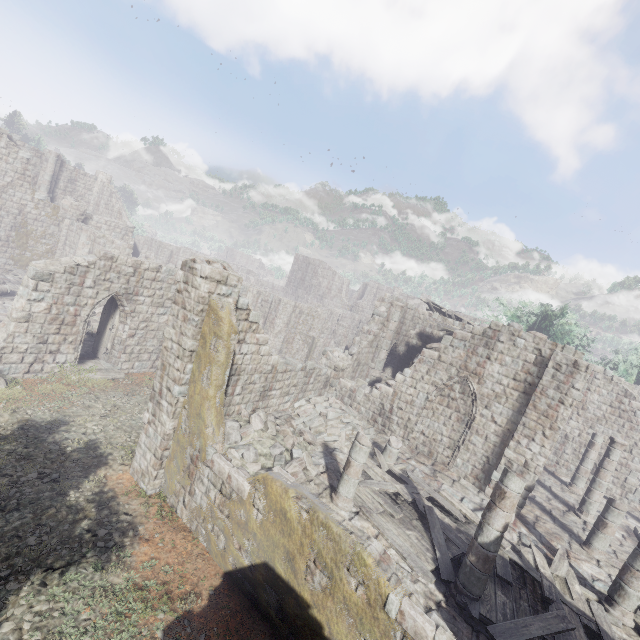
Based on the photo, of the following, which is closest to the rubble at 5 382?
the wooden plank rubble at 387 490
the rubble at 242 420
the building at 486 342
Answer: the building at 486 342

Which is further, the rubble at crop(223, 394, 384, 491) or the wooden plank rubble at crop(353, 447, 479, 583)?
the rubble at crop(223, 394, 384, 491)

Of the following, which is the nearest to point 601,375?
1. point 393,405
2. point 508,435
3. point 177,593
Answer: point 508,435

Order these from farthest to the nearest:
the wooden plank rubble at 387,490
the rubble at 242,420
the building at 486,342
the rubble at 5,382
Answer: the rubble at 5,382
the rubble at 242,420
the wooden plank rubble at 387,490
the building at 486,342

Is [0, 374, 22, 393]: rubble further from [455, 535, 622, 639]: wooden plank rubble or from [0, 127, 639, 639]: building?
[455, 535, 622, 639]: wooden plank rubble

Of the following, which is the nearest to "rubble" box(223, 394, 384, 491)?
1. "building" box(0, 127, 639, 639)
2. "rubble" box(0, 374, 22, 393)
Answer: "building" box(0, 127, 639, 639)

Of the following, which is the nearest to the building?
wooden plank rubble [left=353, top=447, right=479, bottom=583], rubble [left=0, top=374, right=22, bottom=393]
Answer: wooden plank rubble [left=353, top=447, right=479, bottom=583]
